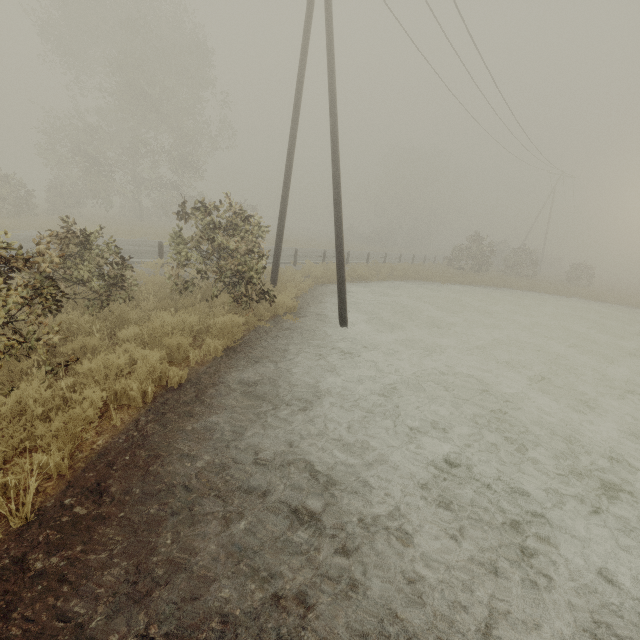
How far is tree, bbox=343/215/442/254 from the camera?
48.41m

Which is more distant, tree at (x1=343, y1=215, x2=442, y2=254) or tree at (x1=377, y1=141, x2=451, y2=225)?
tree at (x1=377, y1=141, x2=451, y2=225)

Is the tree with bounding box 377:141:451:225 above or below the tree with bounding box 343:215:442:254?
above

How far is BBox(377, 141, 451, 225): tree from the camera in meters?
53.9

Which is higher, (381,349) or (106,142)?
→ (106,142)

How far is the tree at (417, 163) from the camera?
53.9m

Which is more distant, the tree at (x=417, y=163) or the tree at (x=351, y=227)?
the tree at (x=417, y=163)
